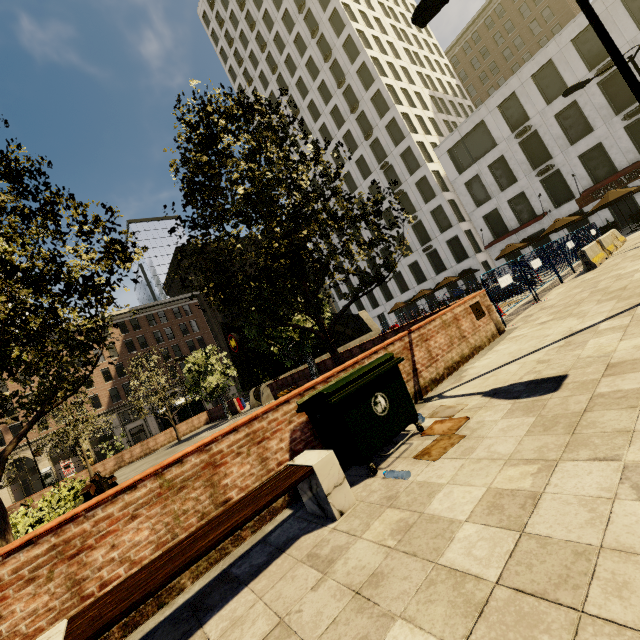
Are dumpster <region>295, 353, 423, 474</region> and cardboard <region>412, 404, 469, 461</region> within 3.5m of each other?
yes

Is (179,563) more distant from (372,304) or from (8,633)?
(372,304)

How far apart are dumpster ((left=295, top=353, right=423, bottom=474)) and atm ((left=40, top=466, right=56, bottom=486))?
48.4 meters

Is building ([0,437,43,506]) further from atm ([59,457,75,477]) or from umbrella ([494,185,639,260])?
umbrella ([494,185,639,260])

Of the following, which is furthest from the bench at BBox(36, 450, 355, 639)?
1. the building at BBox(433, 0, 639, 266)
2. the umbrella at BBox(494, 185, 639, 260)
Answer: the umbrella at BBox(494, 185, 639, 260)

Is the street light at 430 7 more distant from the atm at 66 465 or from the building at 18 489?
the atm at 66 465

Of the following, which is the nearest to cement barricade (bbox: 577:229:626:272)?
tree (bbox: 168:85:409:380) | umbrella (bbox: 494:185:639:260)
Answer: umbrella (bbox: 494:185:639:260)

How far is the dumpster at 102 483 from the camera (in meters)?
11.69
